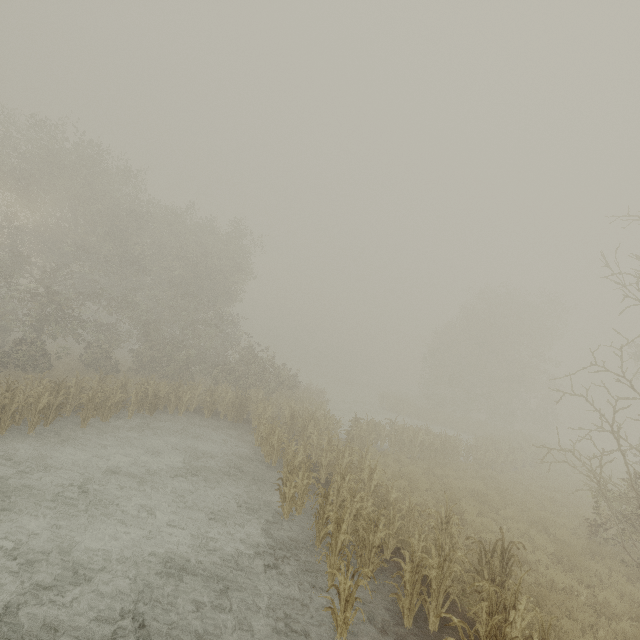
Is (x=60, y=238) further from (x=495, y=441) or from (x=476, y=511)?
(x=495, y=441)
